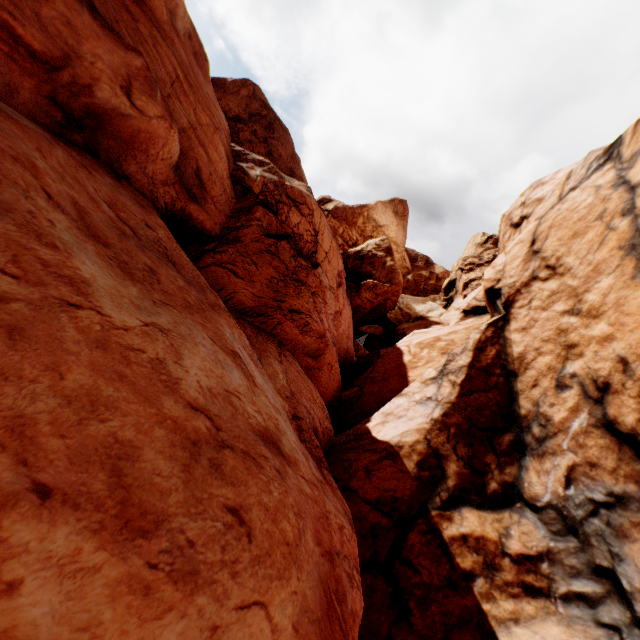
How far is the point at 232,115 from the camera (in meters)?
37.66
